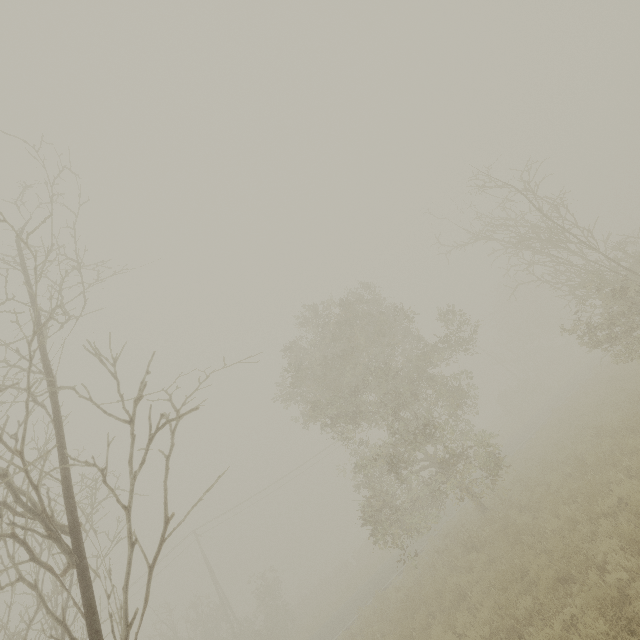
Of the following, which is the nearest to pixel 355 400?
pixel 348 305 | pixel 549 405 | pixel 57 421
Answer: pixel 348 305

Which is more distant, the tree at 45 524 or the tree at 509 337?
the tree at 509 337

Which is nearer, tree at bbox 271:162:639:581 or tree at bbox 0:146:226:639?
tree at bbox 0:146:226:639
